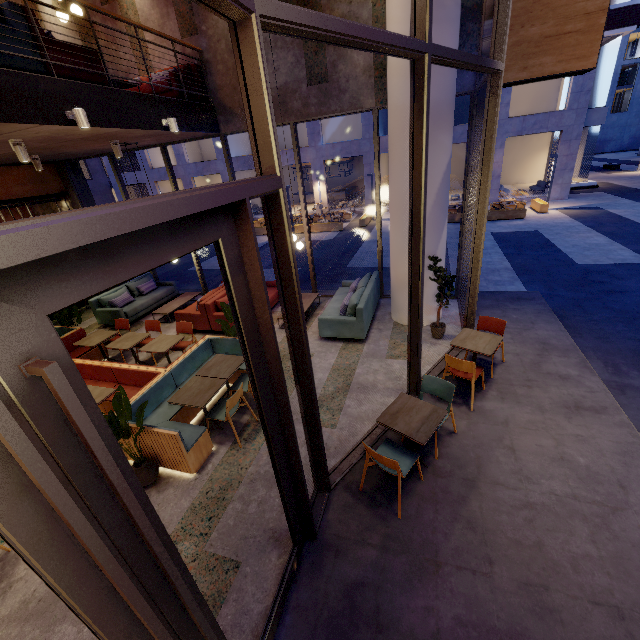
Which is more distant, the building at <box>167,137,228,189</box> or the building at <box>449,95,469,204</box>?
the building at <box>167,137,228,189</box>

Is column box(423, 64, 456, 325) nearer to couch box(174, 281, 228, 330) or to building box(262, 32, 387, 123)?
building box(262, 32, 387, 123)

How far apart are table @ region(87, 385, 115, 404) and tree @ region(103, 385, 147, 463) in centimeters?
89cm

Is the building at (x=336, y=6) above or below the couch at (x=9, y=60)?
above

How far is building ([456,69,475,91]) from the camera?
6.3 meters

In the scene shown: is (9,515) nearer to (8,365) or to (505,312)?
(8,365)

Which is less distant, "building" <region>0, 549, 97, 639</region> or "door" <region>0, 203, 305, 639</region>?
"door" <region>0, 203, 305, 639</region>

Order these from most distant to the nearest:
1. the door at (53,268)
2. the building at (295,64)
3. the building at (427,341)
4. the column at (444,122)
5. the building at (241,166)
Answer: the building at (241,166), the building at (295,64), the building at (427,341), the column at (444,122), the door at (53,268)
